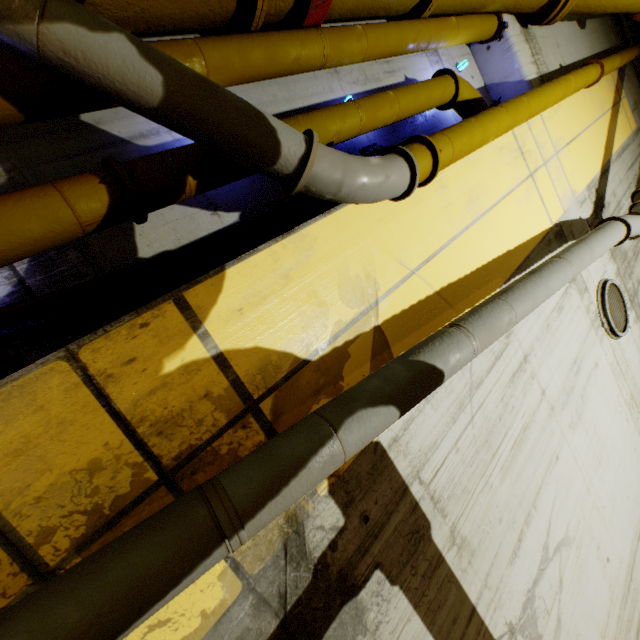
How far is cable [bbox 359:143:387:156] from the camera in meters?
2.8

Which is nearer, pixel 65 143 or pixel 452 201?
pixel 65 143

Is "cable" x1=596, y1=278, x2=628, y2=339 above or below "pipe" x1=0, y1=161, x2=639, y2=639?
above

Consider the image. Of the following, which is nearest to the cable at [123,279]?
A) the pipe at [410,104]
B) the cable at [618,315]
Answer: the pipe at [410,104]

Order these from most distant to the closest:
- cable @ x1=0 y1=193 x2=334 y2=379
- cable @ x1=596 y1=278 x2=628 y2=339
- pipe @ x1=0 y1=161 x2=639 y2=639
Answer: cable @ x1=596 y1=278 x2=628 y2=339 < cable @ x1=0 y1=193 x2=334 y2=379 < pipe @ x1=0 y1=161 x2=639 y2=639

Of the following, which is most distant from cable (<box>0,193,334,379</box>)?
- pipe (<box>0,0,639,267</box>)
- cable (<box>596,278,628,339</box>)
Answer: cable (<box>596,278,628,339</box>)

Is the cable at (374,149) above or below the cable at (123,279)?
above

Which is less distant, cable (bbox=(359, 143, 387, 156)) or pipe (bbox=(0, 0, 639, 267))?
pipe (bbox=(0, 0, 639, 267))
